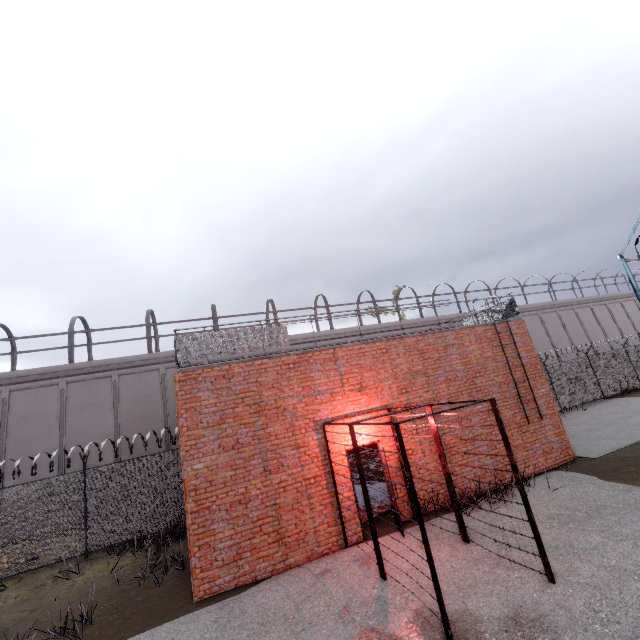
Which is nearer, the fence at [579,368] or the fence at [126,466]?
the fence at [126,466]

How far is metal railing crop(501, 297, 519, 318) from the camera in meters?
12.3 m

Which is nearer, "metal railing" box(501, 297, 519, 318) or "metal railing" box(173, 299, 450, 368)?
"metal railing" box(173, 299, 450, 368)

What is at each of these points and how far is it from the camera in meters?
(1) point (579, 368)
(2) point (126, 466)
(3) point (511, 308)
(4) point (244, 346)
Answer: (1) fence, 20.6 m
(2) fence, 12.1 m
(3) metal railing, 12.5 m
(4) metal railing, 8.7 m

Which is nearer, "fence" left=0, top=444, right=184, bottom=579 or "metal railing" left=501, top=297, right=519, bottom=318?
"fence" left=0, top=444, right=184, bottom=579

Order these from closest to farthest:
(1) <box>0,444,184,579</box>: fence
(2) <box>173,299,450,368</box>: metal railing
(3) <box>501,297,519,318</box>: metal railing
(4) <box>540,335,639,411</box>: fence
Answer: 1. (2) <box>173,299,450,368</box>: metal railing
2. (1) <box>0,444,184,579</box>: fence
3. (3) <box>501,297,519,318</box>: metal railing
4. (4) <box>540,335,639,411</box>: fence

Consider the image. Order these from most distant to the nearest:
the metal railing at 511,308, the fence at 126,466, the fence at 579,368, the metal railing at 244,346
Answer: the fence at 579,368, the metal railing at 511,308, the fence at 126,466, the metal railing at 244,346
